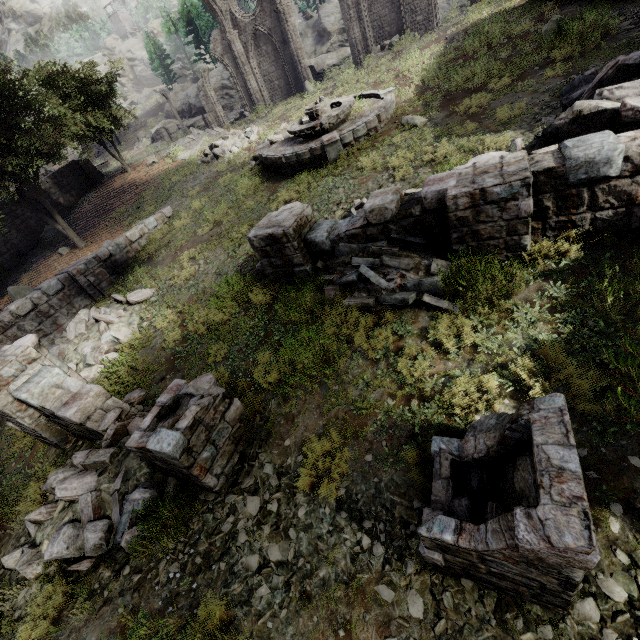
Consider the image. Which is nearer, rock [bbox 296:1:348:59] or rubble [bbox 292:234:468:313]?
rubble [bbox 292:234:468:313]

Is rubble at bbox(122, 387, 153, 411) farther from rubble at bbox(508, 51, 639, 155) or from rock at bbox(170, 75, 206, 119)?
rock at bbox(170, 75, 206, 119)

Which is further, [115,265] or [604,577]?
[115,265]

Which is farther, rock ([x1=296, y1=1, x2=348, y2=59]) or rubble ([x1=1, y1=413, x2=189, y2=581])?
rock ([x1=296, y1=1, x2=348, y2=59])

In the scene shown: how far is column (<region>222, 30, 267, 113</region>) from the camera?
21.8 meters

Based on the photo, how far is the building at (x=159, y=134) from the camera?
37.52m

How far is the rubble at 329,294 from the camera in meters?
6.2 m

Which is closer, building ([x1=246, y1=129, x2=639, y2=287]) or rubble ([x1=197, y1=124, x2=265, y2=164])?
building ([x1=246, y1=129, x2=639, y2=287])
